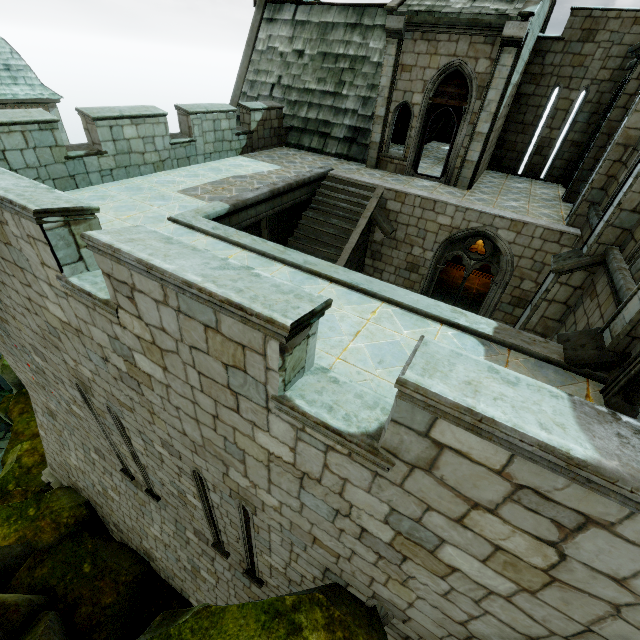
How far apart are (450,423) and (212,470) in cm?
409

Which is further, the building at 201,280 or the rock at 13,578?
the rock at 13,578

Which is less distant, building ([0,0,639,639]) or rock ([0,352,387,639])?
building ([0,0,639,639])
